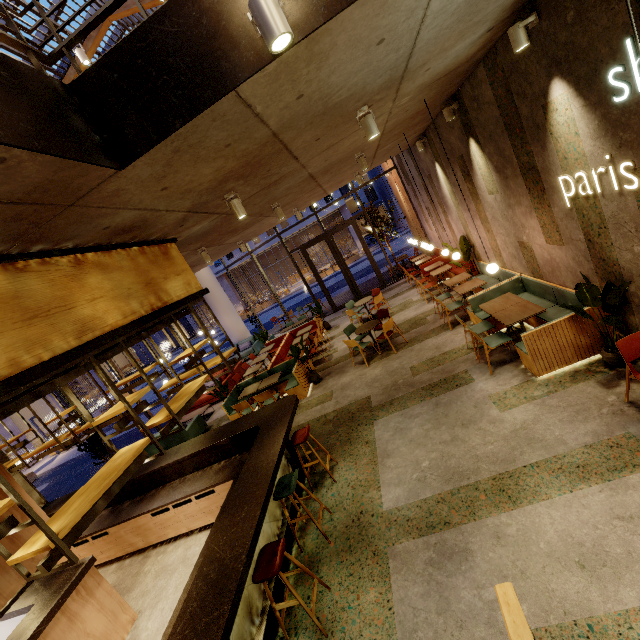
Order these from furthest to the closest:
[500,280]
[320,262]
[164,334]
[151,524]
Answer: [320,262]
[164,334]
[500,280]
[151,524]

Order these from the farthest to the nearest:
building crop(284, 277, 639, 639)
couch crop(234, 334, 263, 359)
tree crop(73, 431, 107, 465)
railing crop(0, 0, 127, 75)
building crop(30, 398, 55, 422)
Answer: building crop(30, 398, 55, 422) < couch crop(234, 334, 263, 359) < tree crop(73, 431, 107, 465) < building crop(284, 277, 639, 639) < railing crop(0, 0, 127, 75)

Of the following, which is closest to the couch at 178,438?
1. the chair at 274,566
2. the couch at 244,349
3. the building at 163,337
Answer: the couch at 244,349

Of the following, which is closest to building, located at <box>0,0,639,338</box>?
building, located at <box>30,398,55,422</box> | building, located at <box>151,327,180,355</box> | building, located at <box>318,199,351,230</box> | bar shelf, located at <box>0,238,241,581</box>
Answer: bar shelf, located at <box>0,238,241,581</box>

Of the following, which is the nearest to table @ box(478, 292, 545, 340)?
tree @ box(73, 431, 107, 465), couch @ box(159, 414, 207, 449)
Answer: couch @ box(159, 414, 207, 449)

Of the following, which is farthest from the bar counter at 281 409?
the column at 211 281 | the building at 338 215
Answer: the building at 338 215

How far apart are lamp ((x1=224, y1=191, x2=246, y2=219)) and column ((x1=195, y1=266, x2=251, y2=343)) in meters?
13.1

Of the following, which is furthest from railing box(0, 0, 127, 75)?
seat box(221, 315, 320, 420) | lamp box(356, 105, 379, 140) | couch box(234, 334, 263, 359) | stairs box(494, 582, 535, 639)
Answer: couch box(234, 334, 263, 359)
